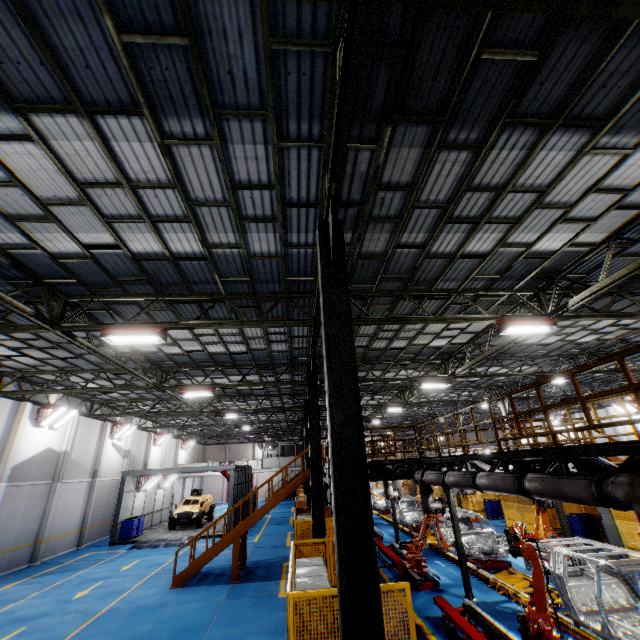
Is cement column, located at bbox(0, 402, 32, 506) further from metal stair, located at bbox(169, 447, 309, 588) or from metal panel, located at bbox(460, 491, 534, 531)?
metal panel, located at bbox(460, 491, 534, 531)

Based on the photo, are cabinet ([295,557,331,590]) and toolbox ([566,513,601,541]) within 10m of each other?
no

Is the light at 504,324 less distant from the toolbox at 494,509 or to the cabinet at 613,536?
the cabinet at 613,536

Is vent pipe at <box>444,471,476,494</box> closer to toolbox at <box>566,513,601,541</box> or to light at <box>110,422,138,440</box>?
toolbox at <box>566,513,601,541</box>

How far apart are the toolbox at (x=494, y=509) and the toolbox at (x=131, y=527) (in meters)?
24.92

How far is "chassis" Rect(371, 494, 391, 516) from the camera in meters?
22.9 m

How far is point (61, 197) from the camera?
6.4 meters

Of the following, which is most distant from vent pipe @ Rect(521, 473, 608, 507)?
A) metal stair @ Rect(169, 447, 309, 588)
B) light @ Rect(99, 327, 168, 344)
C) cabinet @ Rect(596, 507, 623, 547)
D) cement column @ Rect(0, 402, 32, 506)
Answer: cement column @ Rect(0, 402, 32, 506)
